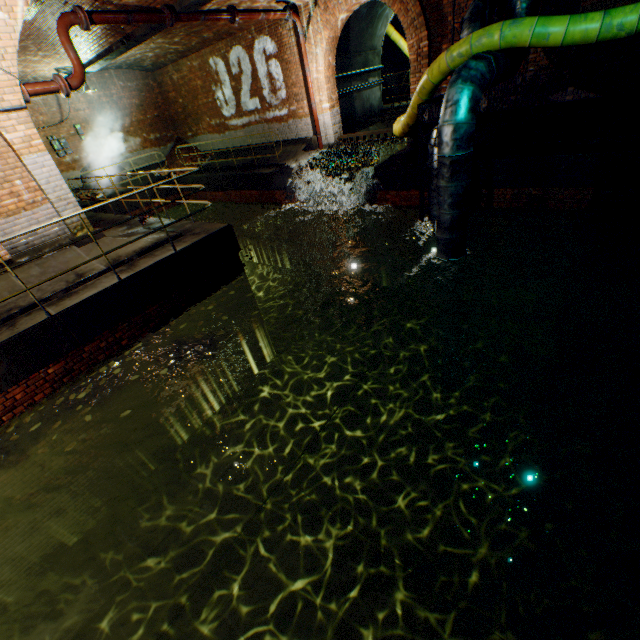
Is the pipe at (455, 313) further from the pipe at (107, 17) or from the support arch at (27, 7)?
the pipe at (107, 17)

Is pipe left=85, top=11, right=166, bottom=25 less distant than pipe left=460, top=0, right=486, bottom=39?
Yes

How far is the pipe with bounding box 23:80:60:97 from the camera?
6.06m

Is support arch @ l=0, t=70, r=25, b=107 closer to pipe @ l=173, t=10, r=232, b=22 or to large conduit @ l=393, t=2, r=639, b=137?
pipe @ l=173, t=10, r=232, b=22

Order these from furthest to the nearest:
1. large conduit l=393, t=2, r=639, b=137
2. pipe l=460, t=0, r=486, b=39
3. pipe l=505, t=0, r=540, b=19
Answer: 1. pipe l=460, t=0, r=486, b=39
2. pipe l=505, t=0, r=540, b=19
3. large conduit l=393, t=2, r=639, b=137

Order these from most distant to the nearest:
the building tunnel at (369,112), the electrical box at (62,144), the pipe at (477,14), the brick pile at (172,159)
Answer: the brick pile at (172,159), the electrical box at (62,144), the building tunnel at (369,112), the pipe at (477,14)

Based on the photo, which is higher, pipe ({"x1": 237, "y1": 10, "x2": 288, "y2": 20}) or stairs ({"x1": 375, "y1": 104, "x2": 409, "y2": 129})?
pipe ({"x1": 237, "y1": 10, "x2": 288, "y2": 20})

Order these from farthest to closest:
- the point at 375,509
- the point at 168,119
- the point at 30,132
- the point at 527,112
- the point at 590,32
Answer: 1. the point at 168,119
2. the point at 527,112
3. the point at 375,509
4. the point at 30,132
5. the point at 590,32
